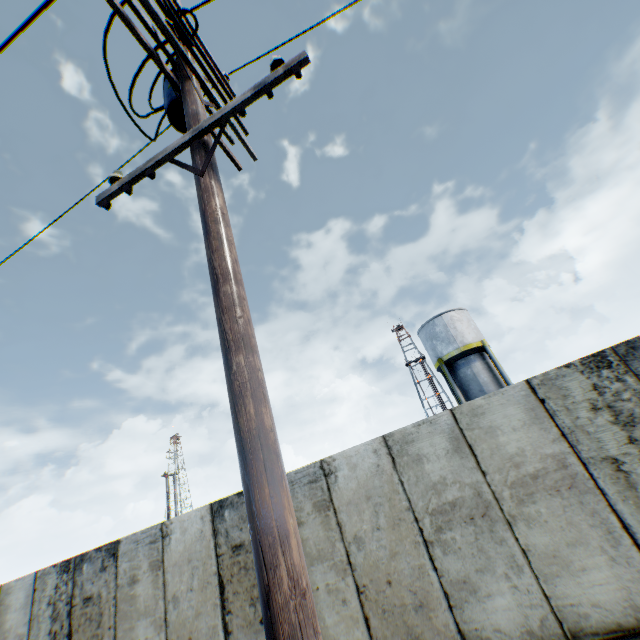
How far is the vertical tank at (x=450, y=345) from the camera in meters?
21.3

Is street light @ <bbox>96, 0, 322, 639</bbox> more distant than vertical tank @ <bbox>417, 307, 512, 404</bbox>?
No

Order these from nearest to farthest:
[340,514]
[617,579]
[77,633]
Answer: [617,579], [340,514], [77,633]

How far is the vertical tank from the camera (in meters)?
21.34

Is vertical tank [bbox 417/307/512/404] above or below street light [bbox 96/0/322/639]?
above

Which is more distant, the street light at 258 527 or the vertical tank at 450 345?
the vertical tank at 450 345
